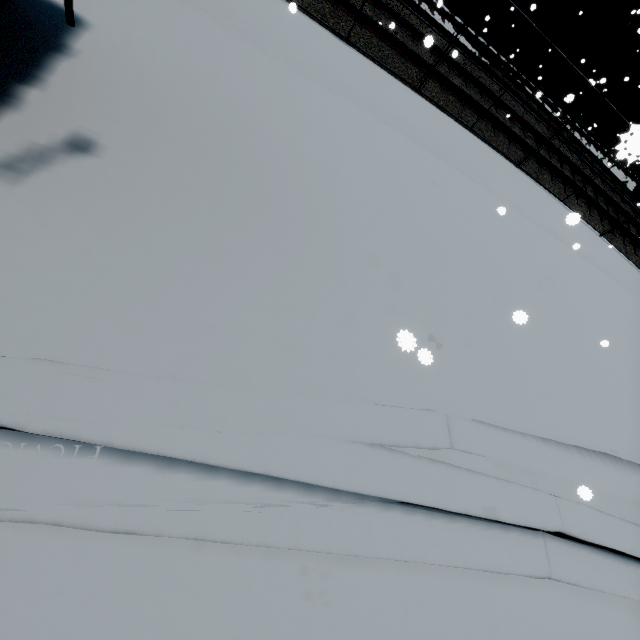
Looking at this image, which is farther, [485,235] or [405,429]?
[485,235]
